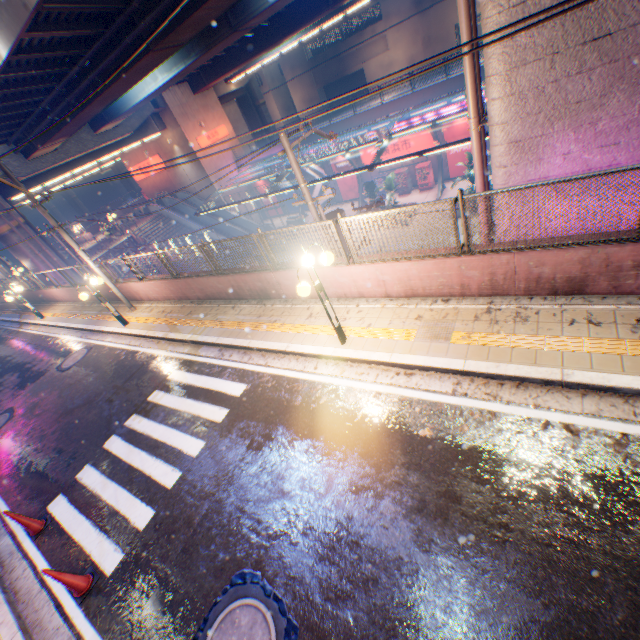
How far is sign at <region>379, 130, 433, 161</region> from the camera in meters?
25.6 m

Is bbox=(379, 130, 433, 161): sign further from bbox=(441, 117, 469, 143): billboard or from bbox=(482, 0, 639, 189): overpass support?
bbox=(482, 0, 639, 189): overpass support

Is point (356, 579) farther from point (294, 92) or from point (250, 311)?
point (294, 92)

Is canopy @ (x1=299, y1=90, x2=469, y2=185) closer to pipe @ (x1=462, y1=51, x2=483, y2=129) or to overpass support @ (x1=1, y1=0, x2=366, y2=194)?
overpass support @ (x1=1, y1=0, x2=366, y2=194)

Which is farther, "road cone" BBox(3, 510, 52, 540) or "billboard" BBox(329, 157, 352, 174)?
"billboard" BBox(329, 157, 352, 174)

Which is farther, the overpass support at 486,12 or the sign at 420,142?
the sign at 420,142

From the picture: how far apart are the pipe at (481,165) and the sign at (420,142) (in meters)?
21.39

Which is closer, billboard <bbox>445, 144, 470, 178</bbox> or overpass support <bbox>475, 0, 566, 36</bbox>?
overpass support <bbox>475, 0, 566, 36</bbox>
